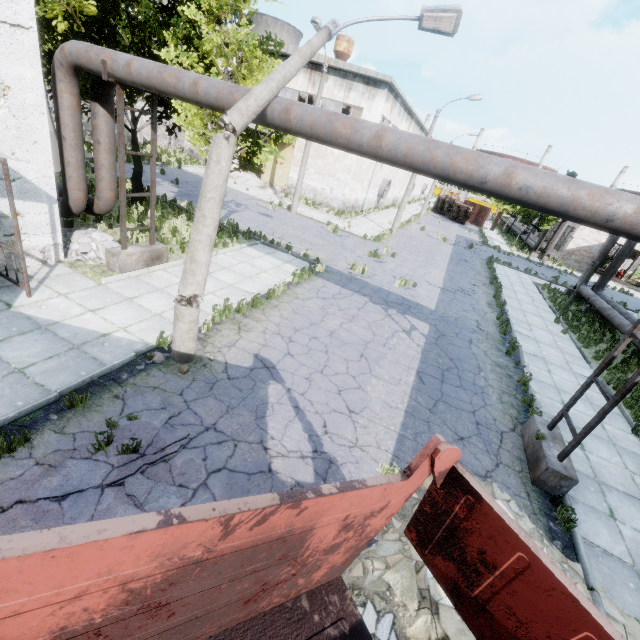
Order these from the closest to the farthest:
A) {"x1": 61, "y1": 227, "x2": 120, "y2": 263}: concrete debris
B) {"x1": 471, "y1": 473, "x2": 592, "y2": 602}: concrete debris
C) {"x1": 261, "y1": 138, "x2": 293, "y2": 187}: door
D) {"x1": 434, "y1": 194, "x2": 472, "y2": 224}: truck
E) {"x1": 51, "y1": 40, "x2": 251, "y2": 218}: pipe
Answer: {"x1": 471, "y1": 473, "x2": 592, "y2": 602}: concrete debris → {"x1": 51, "y1": 40, "x2": 251, "y2": 218}: pipe → {"x1": 61, "y1": 227, "x2": 120, "y2": 263}: concrete debris → {"x1": 261, "y1": 138, "x2": 293, "y2": 187}: door → {"x1": 434, "y1": 194, "x2": 472, "y2": 224}: truck

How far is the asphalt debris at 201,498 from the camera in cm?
455

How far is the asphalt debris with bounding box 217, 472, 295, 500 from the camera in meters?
4.8

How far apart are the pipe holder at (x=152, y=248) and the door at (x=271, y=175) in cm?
2102

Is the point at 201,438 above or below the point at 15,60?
below

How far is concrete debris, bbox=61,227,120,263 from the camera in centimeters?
958cm

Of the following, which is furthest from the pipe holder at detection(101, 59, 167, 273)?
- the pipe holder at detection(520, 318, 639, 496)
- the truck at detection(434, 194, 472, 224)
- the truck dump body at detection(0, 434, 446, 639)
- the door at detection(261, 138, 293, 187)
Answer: the truck at detection(434, 194, 472, 224)

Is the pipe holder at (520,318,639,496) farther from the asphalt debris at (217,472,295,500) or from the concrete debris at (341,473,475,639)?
the asphalt debris at (217,472,295,500)
